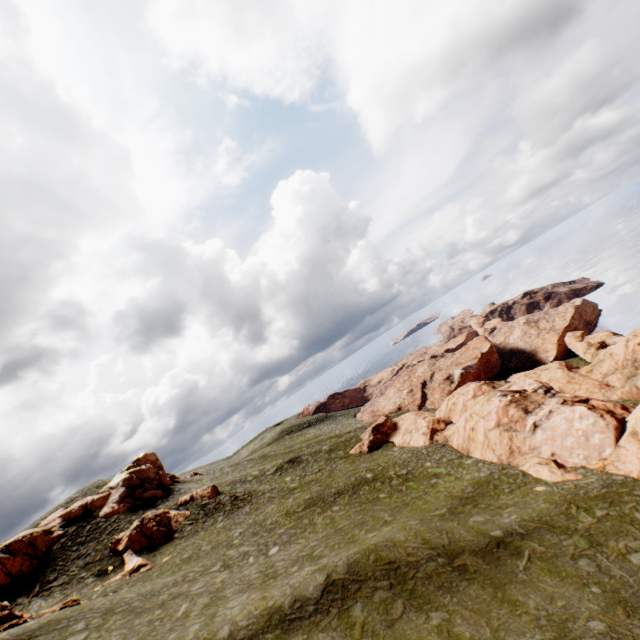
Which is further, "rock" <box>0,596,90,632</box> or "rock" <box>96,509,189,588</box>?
"rock" <box>96,509,189,588</box>

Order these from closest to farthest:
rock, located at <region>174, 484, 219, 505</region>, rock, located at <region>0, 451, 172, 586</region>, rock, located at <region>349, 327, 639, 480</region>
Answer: rock, located at <region>349, 327, 639, 480</region>
rock, located at <region>0, 451, 172, 586</region>
rock, located at <region>174, 484, 219, 505</region>

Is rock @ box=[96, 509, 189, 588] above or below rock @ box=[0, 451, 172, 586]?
below

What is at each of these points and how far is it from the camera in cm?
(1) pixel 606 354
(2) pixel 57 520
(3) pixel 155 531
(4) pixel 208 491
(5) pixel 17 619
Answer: (1) rock, 4828
(2) rock, 4106
(3) rock, 3700
(4) rock, 4394
(5) rock, 2219

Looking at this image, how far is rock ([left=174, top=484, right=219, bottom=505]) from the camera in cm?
4253

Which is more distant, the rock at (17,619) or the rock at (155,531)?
the rock at (155,531)

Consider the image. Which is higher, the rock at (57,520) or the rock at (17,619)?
the rock at (57,520)
